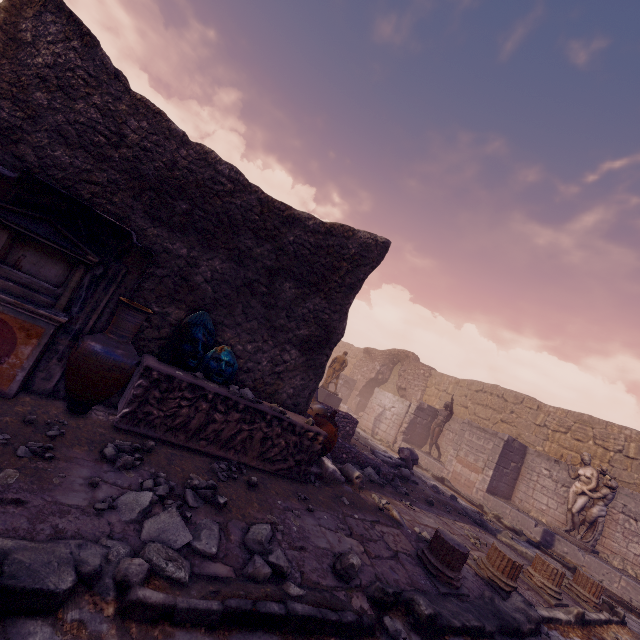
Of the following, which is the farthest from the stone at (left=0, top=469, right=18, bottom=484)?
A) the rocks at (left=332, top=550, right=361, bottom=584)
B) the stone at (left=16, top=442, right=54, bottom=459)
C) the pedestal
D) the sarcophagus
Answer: the pedestal

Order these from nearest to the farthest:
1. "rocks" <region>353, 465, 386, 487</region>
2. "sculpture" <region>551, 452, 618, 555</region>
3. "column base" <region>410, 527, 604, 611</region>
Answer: "column base" <region>410, 527, 604, 611</region> < "rocks" <region>353, 465, 386, 487</region> < "sculpture" <region>551, 452, 618, 555</region>

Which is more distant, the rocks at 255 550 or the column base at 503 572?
the column base at 503 572

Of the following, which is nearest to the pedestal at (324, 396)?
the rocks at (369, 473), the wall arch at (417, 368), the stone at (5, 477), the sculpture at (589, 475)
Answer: the wall arch at (417, 368)

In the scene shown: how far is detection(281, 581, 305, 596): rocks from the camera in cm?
267

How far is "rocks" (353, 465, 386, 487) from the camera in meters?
7.1

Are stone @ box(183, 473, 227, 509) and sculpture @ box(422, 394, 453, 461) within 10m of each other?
no

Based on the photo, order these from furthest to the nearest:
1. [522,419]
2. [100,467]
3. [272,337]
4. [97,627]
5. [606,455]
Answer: [522,419]
[606,455]
[272,337]
[100,467]
[97,627]
